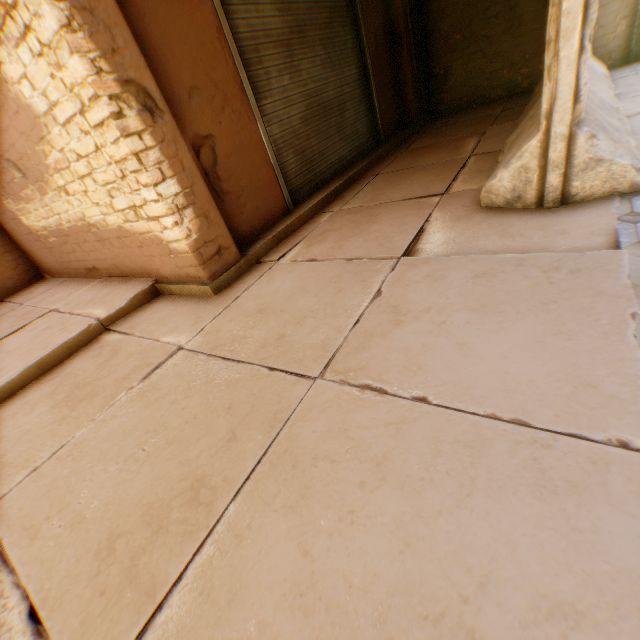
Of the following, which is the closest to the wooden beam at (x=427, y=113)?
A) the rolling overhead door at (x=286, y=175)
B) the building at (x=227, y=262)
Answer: the building at (x=227, y=262)

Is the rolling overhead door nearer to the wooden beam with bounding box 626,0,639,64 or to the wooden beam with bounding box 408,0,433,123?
the wooden beam with bounding box 626,0,639,64

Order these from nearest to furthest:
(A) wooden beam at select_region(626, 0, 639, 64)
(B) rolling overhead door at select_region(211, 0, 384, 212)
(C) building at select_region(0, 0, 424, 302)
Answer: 1. (C) building at select_region(0, 0, 424, 302)
2. (B) rolling overhead door at select_region(211, 0, 384, 212)
3. (A) wooden beam at select_region(626, 0, 639, 64)

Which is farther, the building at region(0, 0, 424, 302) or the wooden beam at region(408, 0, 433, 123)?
the wooden beam at region(408, 0, 433, 123)

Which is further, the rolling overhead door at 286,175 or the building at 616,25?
the building at 616,25

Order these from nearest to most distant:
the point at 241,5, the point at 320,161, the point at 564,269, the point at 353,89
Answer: the point at 564,269, the point at 241,5, the point at 320,161, the point at 353,89

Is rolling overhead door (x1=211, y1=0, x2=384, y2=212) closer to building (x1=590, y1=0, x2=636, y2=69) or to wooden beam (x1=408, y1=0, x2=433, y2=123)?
building (x1=590, y1=0, x2=636, y2=69)

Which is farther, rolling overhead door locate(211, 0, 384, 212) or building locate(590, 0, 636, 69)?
building locate(590, 0, 636, 69)
